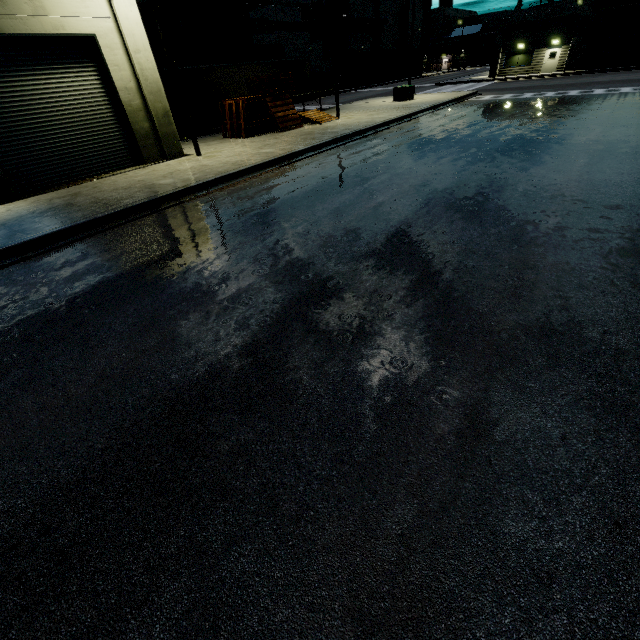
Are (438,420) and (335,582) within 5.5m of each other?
yes

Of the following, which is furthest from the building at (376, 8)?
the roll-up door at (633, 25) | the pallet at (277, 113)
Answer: the pallet at (277, 113)

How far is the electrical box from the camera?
26.14m

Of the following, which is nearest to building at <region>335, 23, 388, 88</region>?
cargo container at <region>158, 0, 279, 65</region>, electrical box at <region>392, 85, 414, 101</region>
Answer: cargo container at <region>158, 0, 279, 65</region>

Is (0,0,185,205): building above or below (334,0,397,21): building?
below

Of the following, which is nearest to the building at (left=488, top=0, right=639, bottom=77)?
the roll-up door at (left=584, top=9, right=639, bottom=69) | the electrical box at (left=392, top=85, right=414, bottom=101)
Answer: the roll-up door at (left=584, top=9, right=639, bottom=69)

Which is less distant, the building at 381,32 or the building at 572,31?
the building at 572,31

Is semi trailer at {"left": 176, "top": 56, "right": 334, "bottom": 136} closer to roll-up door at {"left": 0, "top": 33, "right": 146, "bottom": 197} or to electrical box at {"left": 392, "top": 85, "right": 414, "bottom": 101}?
roll-up door at {"left": 0, "top": 33, "right": 146, "bottom": 197}
